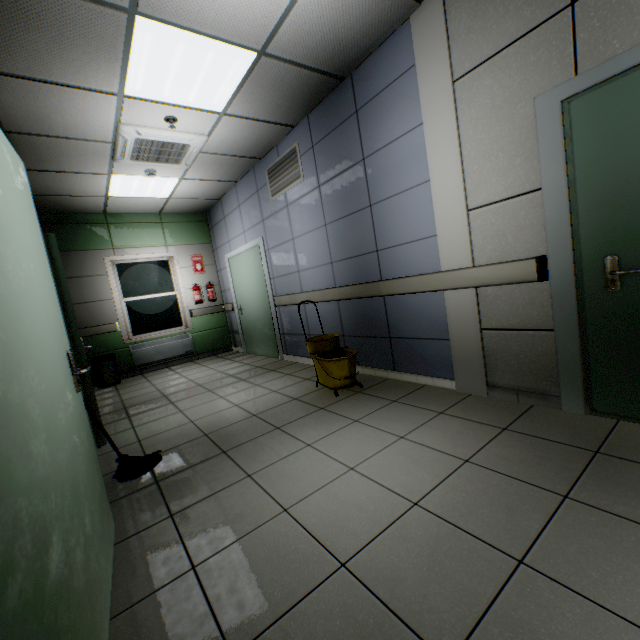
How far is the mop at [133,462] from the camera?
2.33m

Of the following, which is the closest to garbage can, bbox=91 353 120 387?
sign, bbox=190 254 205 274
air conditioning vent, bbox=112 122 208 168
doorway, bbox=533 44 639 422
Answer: sign, bbox=190 254 205 274

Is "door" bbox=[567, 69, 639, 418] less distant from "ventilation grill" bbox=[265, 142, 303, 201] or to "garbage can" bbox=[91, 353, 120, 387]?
"ventilation grill" bbox=[265, 142, 303, 201]

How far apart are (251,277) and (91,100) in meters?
3.5 m

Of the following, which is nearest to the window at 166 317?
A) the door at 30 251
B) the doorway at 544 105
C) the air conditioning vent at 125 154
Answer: the air conditioning vent at 125 154

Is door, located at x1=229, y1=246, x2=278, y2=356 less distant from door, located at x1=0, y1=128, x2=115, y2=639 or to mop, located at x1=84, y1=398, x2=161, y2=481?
mop, located at x1=84, y1=398, x2=161, y2=481

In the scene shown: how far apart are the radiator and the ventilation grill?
3.7m

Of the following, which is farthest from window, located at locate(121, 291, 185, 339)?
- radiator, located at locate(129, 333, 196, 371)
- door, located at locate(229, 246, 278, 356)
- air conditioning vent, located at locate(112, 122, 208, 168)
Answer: air conditioning vent, located at locate(112, 122, 208, 168)
